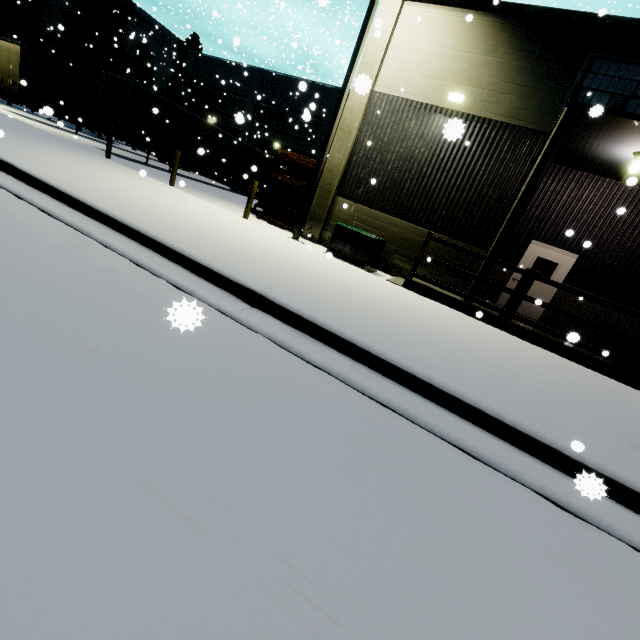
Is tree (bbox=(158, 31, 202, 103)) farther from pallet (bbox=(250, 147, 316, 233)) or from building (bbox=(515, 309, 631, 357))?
pallet (bbox=(250, 147, 316, 233))

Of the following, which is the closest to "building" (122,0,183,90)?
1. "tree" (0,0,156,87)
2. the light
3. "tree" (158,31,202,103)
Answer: "tree" (158,31,202,103)

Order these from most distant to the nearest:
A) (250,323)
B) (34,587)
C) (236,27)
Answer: (236,27) → (250,323) → (34,587)

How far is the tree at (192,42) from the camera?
32.2m

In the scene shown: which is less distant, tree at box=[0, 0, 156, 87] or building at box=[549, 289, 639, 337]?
building at box=[549, 289, 639, 337]

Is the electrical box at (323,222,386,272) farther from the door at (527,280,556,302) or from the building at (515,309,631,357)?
the door at (527,280,556,302)

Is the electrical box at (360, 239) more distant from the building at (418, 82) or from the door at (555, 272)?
the door at (555, 272)

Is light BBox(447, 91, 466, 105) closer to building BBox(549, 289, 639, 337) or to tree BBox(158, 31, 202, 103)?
building BBox(549, 289, 639, 337)
